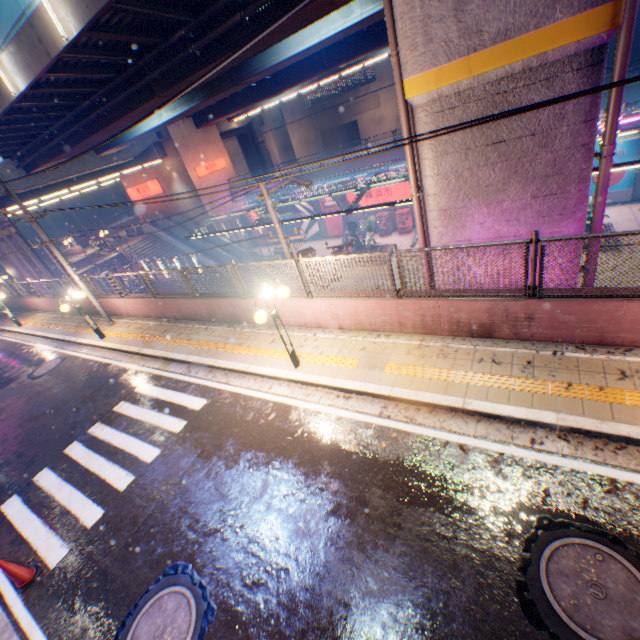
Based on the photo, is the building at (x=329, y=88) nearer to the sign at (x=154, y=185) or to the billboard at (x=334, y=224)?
the billboard at (x=334, y=224)

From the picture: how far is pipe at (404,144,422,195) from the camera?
7.39m

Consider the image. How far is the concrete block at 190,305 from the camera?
10.4 meters

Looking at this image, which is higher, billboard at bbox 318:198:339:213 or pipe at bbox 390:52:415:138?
pipe at bbox 390:52:415:138

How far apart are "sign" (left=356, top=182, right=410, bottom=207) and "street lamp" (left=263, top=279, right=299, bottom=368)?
24.40m

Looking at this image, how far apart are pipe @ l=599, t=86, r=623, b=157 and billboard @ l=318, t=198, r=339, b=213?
26.46m

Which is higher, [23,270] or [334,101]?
[334,101]

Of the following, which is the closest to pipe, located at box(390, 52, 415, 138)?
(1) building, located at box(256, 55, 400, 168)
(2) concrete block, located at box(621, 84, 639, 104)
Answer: (2) concrete block, located at box(621, 84, 639, 104)
